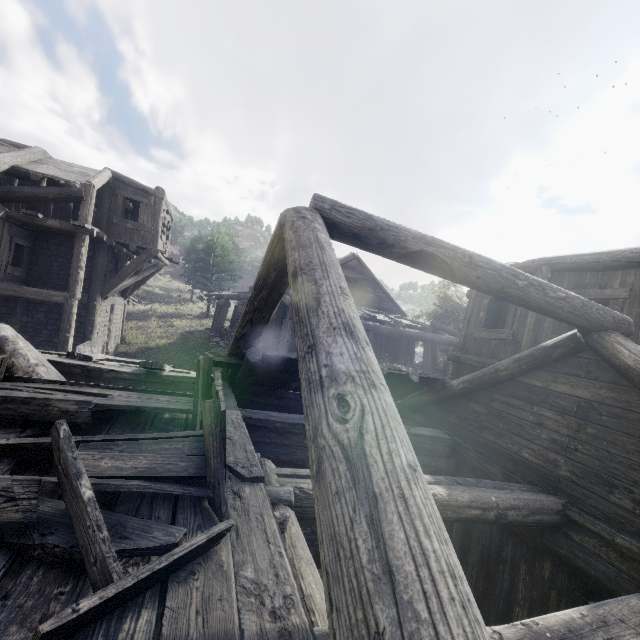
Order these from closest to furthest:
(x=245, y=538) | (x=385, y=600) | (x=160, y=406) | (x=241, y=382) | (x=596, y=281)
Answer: (x=385, y=600) < (x=245, y=538) < (x=160, y=406) < (x=241, y=382) < (x=596, y=281)

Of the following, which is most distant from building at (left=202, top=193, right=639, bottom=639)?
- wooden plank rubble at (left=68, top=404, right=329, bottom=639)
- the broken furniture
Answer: the broken furniture

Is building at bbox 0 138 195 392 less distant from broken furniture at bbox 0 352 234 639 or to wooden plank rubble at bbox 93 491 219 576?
wooden plank rubble at bbox 93 491 219 576

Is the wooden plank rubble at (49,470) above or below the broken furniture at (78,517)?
below

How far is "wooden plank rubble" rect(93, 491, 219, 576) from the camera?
1.9m

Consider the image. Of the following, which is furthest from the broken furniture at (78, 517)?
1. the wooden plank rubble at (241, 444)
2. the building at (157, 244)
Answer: the building at (157, 244)

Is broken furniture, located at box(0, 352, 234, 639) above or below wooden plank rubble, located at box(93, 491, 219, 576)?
above
